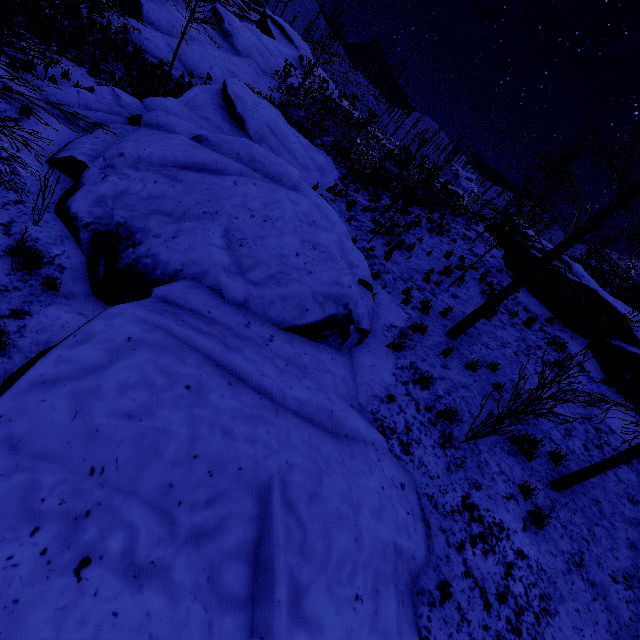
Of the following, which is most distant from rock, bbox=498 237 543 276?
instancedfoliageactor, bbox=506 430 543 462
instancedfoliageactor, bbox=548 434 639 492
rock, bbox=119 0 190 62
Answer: rock, bbox=119 0 190 62

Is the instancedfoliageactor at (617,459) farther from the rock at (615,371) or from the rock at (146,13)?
the rock at (146,13)

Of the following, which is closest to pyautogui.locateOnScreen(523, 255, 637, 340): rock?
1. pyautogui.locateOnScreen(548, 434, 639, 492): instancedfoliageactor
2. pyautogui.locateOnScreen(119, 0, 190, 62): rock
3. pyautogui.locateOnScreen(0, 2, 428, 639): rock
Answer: pyautogui.locateOnScreen(548, 434, 639, 492): instancedfoliageactor

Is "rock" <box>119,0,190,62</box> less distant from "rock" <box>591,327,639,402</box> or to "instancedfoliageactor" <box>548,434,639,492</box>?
"rock" <box>591,327,639,402</box>

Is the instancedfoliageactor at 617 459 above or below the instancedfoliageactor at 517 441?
above

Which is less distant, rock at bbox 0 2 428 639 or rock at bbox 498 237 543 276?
rock at bbox 0 2 428 639

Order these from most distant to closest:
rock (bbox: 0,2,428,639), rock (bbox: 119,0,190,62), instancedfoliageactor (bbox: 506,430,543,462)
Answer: rock (bbox: 119,0,190,62), instancedfoliageactor (bbox: 506,430,543,462), rock (bbox: 0,2,428,639)

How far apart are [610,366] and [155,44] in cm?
2488
